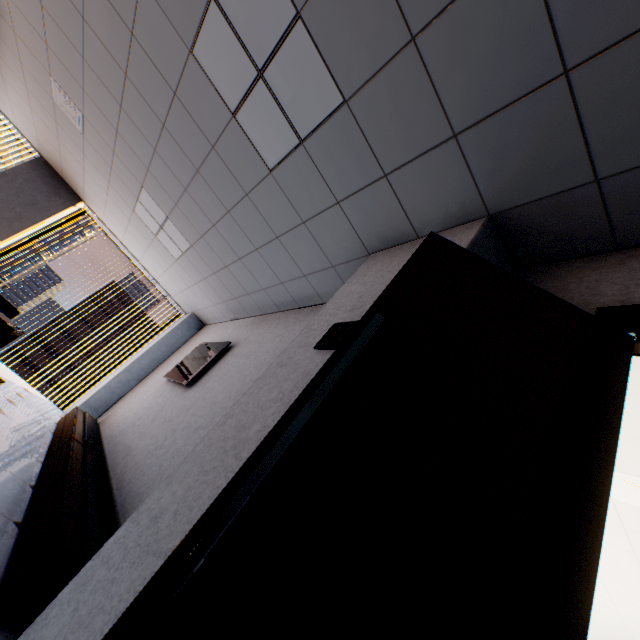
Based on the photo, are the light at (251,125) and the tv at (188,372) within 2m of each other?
no

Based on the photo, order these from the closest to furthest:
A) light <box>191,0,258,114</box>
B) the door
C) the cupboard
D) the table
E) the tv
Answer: the door < the cupboard < light <box>191,0,258,114</box> < the table < the tv

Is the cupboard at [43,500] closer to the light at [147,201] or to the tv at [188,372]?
the tv at [188,372]

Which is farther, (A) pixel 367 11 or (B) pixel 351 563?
(A) pixel 367 11

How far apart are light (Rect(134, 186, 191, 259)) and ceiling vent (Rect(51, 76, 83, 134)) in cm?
101

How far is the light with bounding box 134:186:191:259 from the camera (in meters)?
4.64

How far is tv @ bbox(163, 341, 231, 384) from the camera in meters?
4.3 m

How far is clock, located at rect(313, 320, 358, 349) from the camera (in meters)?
1.73
